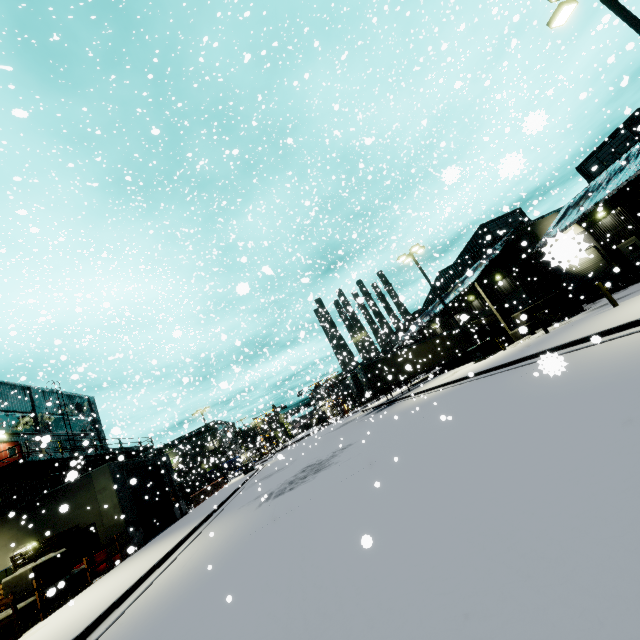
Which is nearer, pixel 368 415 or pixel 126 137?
pixel 126 137

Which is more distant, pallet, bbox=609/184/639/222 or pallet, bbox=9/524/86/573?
pallet, bbox=609/184/639/222

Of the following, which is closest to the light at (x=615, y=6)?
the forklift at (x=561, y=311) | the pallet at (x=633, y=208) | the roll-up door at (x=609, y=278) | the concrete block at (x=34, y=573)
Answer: the roll-up door at (x=609, y=278)

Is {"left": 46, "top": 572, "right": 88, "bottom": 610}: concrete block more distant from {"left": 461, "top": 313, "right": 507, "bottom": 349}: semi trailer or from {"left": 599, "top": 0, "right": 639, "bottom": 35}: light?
{"left": 599, "top": 0, "right": 639, "bottom": 35}: light

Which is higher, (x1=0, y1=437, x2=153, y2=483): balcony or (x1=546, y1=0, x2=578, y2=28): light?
(x1=546, y1=0, x2=578, y2=28): light

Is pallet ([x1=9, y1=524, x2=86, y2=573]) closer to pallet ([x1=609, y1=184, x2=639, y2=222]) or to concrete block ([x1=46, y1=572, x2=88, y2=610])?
concrete block ([x1=46, y1=572, x2=88, y2=610])

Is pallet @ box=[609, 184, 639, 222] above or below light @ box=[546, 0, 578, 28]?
below

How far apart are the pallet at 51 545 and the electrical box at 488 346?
25.42m
